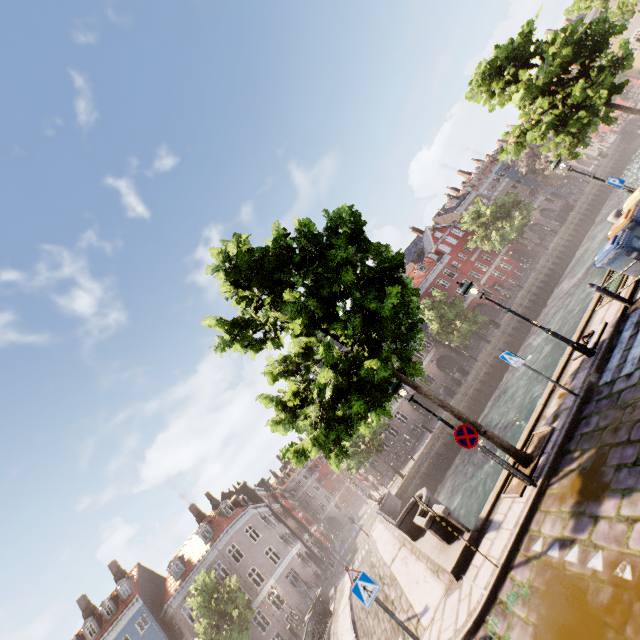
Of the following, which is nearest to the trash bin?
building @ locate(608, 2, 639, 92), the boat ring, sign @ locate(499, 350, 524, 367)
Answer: the boat ring

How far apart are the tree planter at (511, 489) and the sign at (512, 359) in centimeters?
164cm

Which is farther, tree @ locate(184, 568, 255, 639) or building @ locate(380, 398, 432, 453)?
building @ locate(380, 398, 432, 453)

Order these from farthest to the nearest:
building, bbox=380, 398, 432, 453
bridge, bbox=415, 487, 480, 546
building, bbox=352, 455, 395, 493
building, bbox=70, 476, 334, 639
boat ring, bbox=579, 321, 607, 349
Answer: building, bbox=380, 398, 432, 453 → building, bbox=352, 455, 395, 493 → building, bbox=70, 476, 334, 639 → boat ring, bbox=579, 321, 607, 349 → bridge, bbox=415, 487, 480, 546

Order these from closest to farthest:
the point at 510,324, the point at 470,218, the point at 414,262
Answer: the point at 510,324, the point at 470,218, the point at 414,262

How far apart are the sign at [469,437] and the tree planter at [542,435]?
1.4m

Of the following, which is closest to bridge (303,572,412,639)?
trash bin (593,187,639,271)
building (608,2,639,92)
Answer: trash bin (593,187,639,271)

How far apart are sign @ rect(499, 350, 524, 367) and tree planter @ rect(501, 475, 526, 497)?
1.6 meters
